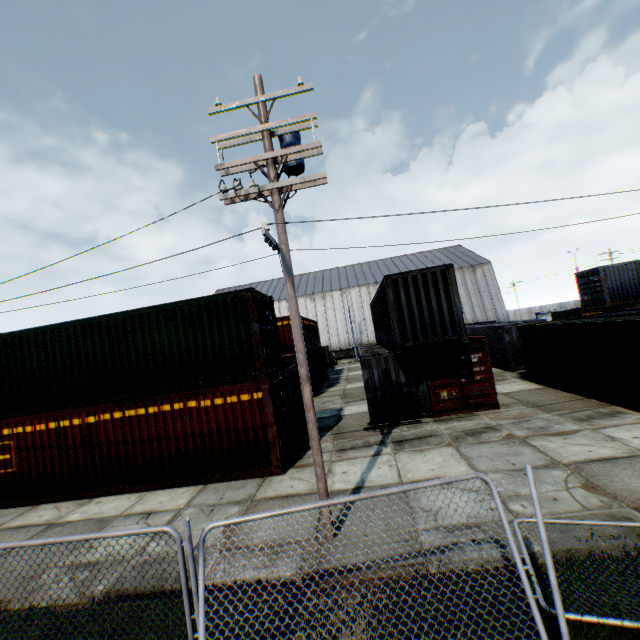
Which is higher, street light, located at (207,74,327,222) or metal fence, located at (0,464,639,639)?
street light, located at (207,74,327,222)

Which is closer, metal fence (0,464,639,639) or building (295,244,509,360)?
metal fence (0,464,639,639)

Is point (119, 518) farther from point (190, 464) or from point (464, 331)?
point (464, 331)

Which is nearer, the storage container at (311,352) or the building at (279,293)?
the storage container at (311,352)

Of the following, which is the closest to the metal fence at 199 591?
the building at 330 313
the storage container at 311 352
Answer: the storage container at 311 352

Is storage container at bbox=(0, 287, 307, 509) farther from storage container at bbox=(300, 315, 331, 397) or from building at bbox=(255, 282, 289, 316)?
building at bbox=(255, 282, 289, 316)

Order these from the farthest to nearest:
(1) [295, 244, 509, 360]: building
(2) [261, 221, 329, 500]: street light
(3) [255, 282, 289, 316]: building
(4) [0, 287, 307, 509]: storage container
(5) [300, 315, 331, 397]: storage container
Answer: (3) [255, 282, 289, 316]: building
(1) [295, 244, 509, 360]: building
(5) [300, 315, 331, 397]: storage container
(4) [0, 287, 307, 509]: storage container
(2) [261, 221, 329, 500]: street light

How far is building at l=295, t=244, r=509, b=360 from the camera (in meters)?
47.16
